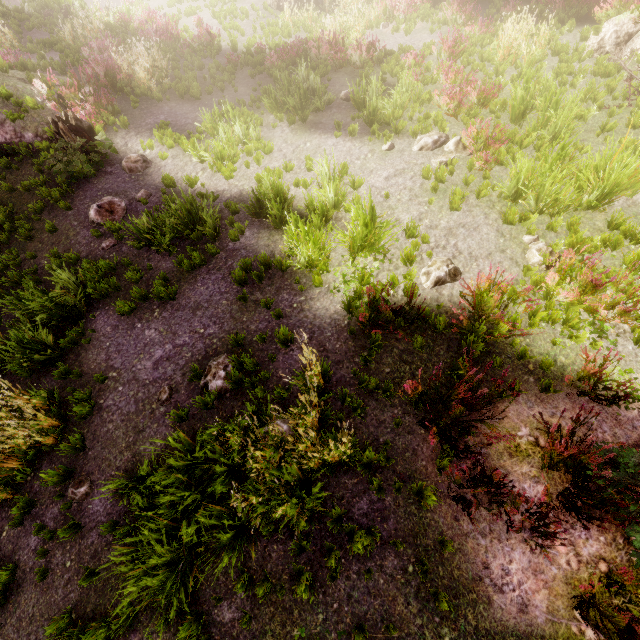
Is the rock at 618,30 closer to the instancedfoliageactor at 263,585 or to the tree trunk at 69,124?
the instancedfoliageactor at 263,585

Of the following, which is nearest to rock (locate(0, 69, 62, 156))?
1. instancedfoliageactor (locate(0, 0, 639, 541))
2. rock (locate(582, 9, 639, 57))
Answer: instancedfoliageactor (locate(0, 0, 639, 541))

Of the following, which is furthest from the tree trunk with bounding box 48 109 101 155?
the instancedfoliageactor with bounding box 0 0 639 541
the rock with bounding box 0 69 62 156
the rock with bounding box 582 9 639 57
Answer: the rock with bounding box 582 9 639 57

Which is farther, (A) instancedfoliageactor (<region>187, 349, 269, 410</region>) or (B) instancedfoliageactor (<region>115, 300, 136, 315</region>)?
(B) instancedfoliageactor (<region>115, 300, 136, 315</region>)

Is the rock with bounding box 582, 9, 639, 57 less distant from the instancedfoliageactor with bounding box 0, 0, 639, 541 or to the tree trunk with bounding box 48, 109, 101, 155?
the instancedfoliageactor with bounding box 0, 0, 639, 541

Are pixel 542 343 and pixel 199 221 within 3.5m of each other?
no

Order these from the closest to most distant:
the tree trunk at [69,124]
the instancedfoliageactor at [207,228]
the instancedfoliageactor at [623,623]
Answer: the instancedfoliageactor at [623,623], the instancedfoliageactor at [207,228], the tree trunk at [69,124]

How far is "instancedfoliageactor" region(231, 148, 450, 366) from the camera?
5.7m
